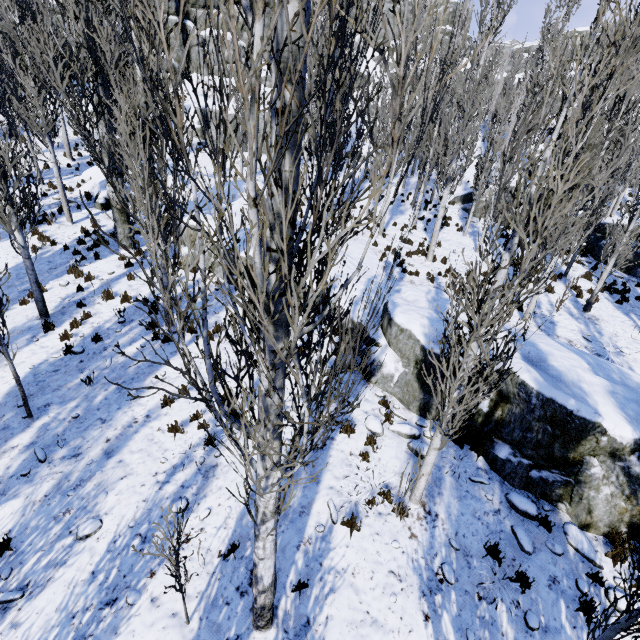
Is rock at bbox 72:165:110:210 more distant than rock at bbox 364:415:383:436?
Yes

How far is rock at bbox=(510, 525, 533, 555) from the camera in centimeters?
571cm

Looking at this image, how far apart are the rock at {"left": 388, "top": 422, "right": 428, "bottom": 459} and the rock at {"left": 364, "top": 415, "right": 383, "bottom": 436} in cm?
15

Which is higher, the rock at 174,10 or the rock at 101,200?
the rock at 174,10

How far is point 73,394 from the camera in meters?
7.8 m

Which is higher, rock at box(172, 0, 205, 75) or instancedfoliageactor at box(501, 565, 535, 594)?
rock at box(172, 0, 205, 75)

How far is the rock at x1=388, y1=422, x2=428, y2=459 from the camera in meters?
7.1 m

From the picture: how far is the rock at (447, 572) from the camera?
5.3m
